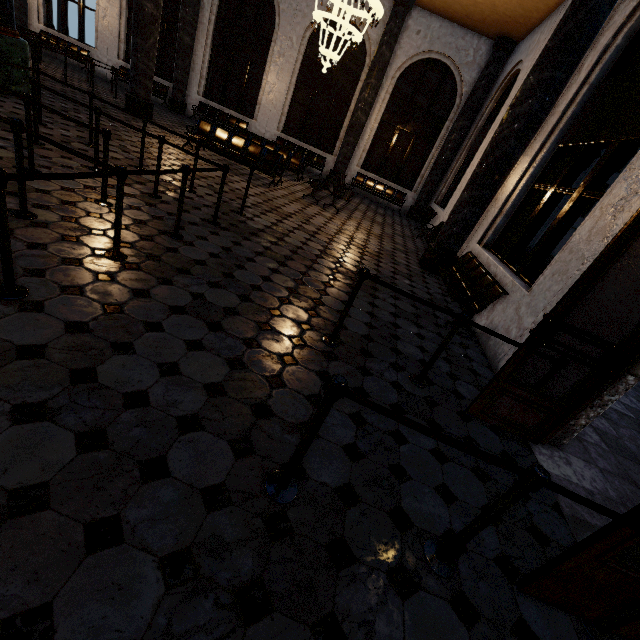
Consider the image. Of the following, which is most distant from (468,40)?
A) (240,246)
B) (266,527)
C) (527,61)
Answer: (266,527)
